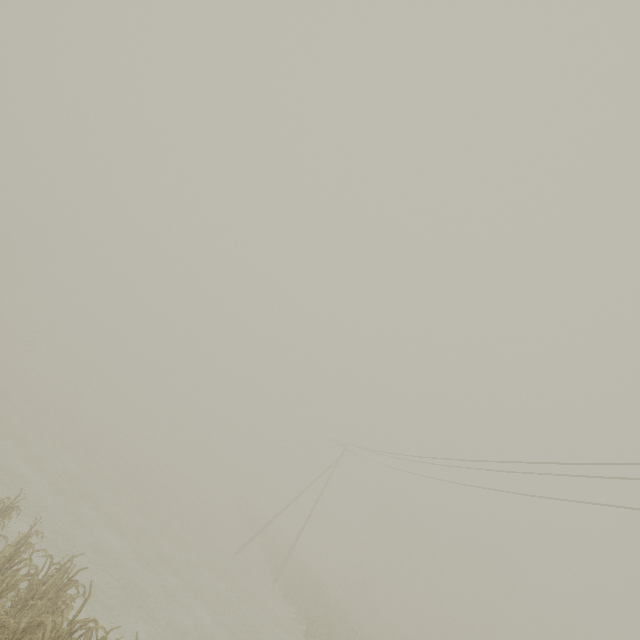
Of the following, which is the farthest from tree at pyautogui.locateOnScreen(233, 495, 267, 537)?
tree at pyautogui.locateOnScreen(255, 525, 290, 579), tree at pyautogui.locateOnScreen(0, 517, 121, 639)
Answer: tree at pyautogui.locateOnScreen(0, 517, 121, 639)

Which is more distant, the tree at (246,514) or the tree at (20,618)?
the tree at (246,514)

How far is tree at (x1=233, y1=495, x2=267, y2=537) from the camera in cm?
4117

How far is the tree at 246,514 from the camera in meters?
41.2

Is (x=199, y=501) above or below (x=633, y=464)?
below

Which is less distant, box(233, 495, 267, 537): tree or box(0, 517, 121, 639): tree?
box(0, 517, 121, 639): tree

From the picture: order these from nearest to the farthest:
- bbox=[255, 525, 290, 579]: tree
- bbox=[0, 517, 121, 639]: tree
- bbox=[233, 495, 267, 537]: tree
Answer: bbox=[0, 517, 121, 639]: tree, bbox=[255, 525, 290, 579]: tree, bbox=[233, 495, 267, 537]: tree
